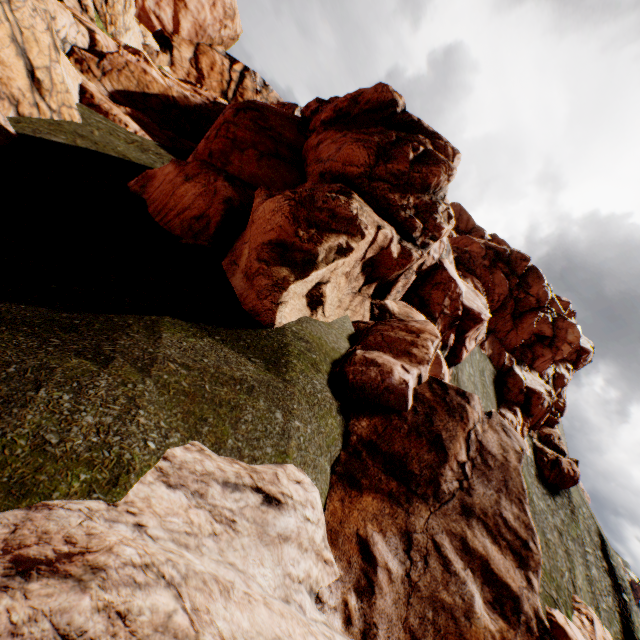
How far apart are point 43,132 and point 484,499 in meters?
23.3 m
